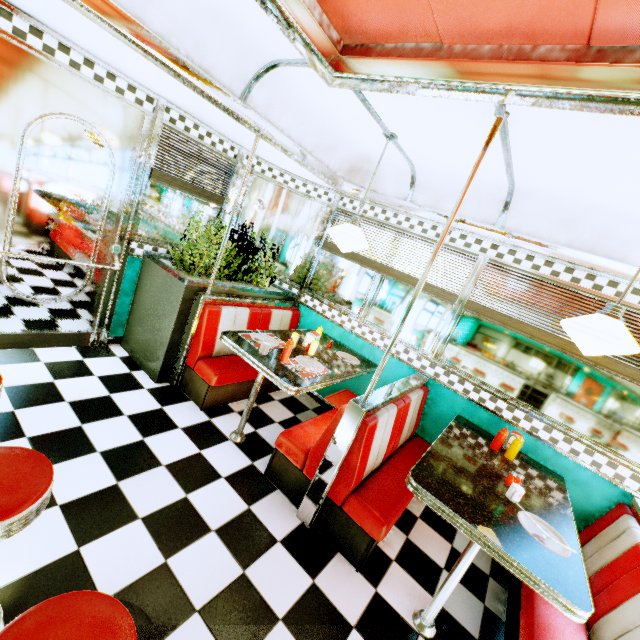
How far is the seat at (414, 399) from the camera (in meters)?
2.28

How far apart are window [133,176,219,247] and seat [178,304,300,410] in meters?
1.1 m

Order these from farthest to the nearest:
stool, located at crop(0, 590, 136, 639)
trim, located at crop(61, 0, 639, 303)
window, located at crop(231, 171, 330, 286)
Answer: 1. window, located at crop(231, 171, 330, 286)
2. trim, located at crop(61, 0, 639, 303)
3. stool, located at crop(0, 590, 136, 639)

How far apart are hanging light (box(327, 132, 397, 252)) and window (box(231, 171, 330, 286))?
1.3 meters

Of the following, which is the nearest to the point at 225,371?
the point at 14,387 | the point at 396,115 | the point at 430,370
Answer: the point at 14,387

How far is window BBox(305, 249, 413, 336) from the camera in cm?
388

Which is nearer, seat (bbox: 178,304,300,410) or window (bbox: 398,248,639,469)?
window (bbox: 398,248,639,469)

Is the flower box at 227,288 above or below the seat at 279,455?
above
